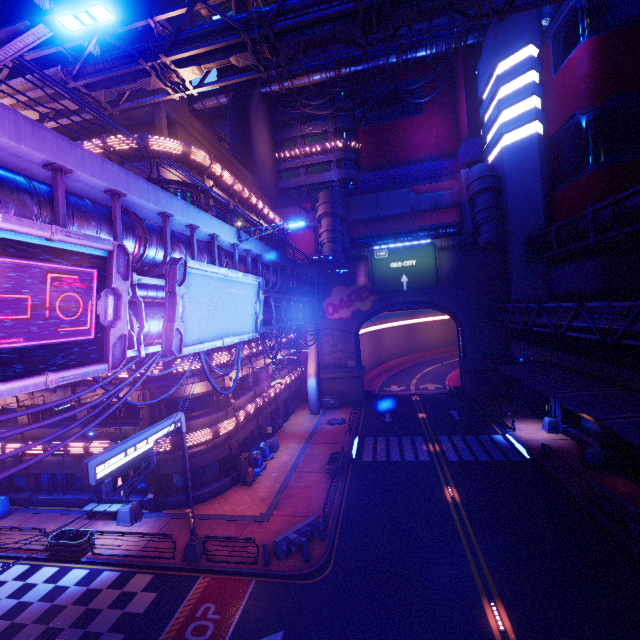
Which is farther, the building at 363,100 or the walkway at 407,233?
the building at 363,100

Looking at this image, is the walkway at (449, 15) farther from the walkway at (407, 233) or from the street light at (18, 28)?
the street light at (18, 28)

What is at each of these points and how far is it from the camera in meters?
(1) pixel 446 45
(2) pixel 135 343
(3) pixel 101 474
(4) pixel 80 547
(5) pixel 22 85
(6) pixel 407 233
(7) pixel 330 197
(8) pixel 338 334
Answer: (1) walkway, 40.6 m
(2) pipe, 9.4 m
(3) sign, 11.2 m
(4) plant holder, 16.6 m
(5) pipe, 16.1 m
(6) walkway, 40.2 m
(7) building, 36.5 m
(8) wall arch, 39.5 m

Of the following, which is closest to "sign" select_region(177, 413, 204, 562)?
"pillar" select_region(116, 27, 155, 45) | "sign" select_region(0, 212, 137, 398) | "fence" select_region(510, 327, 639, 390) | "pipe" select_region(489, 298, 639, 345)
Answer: "sign" select_region(0, 212, 137, 398)

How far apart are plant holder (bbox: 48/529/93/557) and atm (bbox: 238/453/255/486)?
8.27m

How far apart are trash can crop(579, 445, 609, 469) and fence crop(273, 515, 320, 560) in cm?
1749

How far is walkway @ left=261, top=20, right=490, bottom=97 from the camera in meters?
40.0

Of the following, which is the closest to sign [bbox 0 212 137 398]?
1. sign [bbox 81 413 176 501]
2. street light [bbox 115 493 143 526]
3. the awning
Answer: sign [bbox 81 413 176 501]
